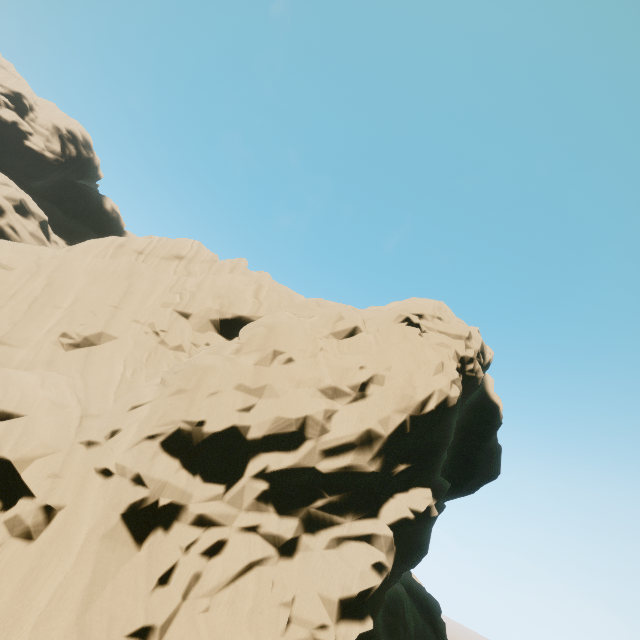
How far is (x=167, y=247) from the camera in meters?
29.2 m
